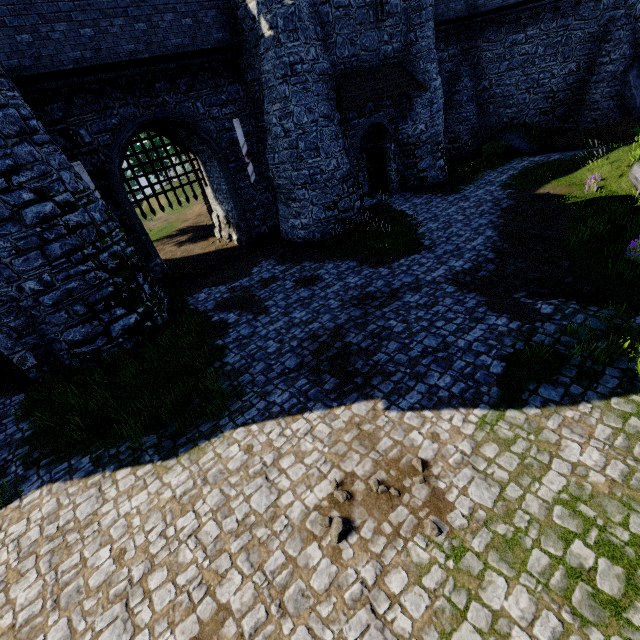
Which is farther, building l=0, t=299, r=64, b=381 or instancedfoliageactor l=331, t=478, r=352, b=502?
building l=0, t=299, r=64, b=381

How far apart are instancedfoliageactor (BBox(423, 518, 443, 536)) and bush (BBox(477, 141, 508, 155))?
24.9 meters

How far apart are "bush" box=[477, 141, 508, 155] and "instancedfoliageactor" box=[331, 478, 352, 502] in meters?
24.8

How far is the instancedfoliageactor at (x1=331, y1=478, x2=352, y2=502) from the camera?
5.71m

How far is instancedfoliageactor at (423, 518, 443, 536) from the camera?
5.0 meters

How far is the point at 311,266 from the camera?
14.3m

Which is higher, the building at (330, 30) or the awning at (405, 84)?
the building at (330, 30)

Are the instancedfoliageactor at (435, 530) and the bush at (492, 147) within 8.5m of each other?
no
